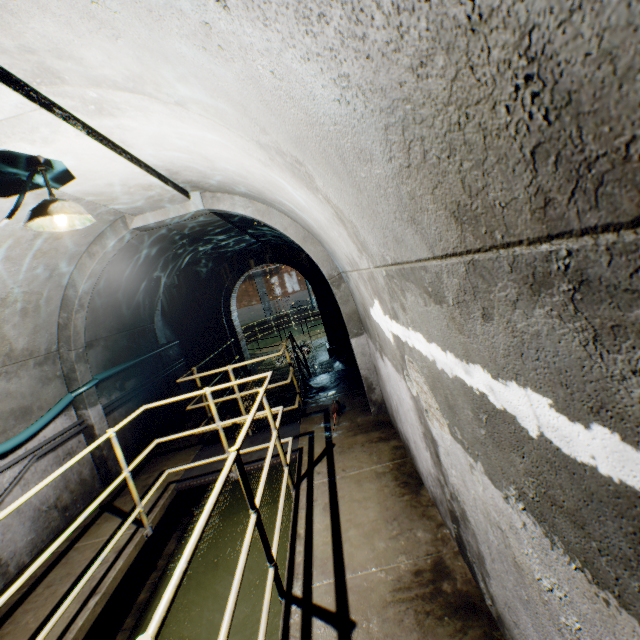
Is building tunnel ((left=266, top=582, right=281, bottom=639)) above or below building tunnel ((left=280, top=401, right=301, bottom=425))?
below

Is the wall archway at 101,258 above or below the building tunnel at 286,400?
above

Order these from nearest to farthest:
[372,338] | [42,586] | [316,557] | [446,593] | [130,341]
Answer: [446,593] → [316,557] → [42,586] → [372,338] → [130,341]

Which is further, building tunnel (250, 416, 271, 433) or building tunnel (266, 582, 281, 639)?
building tunnel (250, 416, 271, 433)

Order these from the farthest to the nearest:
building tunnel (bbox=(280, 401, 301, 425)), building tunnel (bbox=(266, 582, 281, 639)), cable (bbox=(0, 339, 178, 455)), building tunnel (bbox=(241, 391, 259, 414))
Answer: building tunnel (bbox=(241, 391, 259, 414)) → building tunnel (bbox=(280, 401, 301, 425)) → cable (bbox=(0, 339, 178, 455)) → building tunnel (bbox=(266, 582, 281, 639))

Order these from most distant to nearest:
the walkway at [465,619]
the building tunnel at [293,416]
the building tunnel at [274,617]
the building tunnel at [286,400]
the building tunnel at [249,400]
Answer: the building tunnel at [249,400], the building tunnel at [286,400], the building tunnel at [293,416], the building tunnel at [274,617], the walkway at [465,619]

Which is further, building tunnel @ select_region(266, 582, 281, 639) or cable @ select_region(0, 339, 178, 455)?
cable @ select_region(0, 339, 178, 455)
